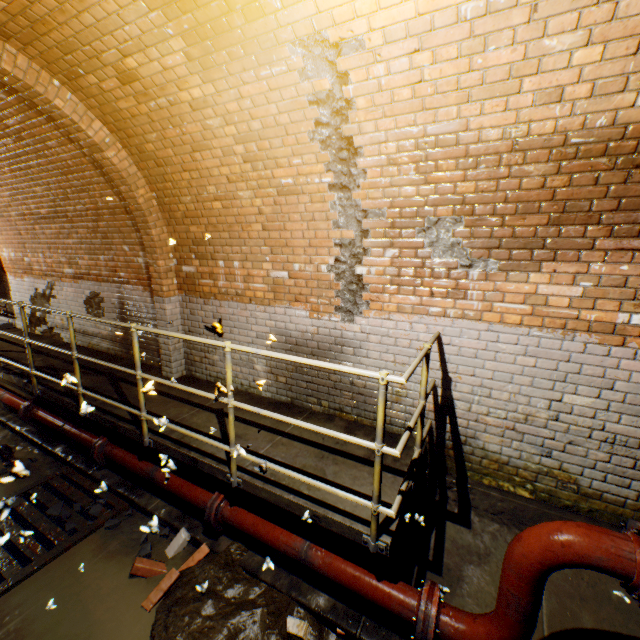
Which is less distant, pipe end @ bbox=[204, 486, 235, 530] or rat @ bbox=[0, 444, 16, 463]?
pipe end @ bbox=[204, 486, 235, 530]

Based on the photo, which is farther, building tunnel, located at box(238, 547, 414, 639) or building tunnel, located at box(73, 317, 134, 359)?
building tunnel, located at box(73, 317, 134, 359)

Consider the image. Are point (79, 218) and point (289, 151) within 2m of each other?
no

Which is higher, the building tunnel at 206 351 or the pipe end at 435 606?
the building tunnel at 206 351

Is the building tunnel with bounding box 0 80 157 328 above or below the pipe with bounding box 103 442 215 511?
above

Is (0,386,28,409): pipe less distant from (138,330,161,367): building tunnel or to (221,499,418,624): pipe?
(138,330,161,367): building tunnel

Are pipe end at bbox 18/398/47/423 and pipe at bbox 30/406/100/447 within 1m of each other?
yes

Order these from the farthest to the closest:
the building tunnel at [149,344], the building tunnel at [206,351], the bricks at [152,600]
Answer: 1. the building tunnel at [149,344]
2. the building tunnel at [206,351]
3. the bricks at [152,600]
